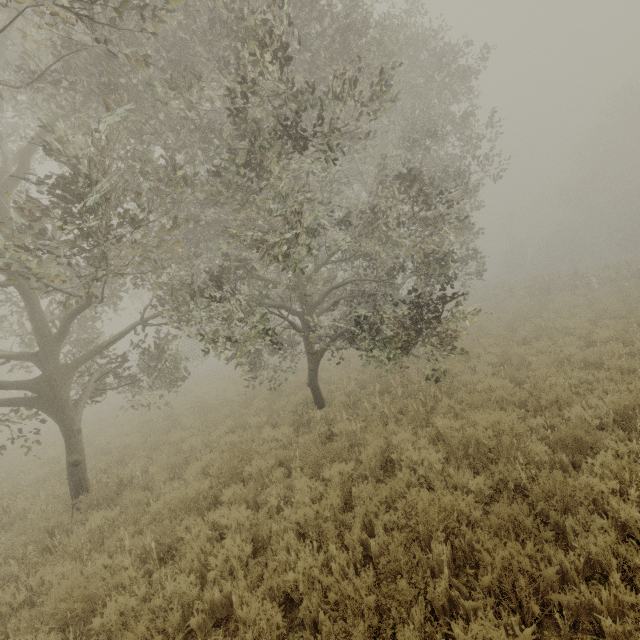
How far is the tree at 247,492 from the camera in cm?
590

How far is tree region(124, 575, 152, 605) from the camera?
3.9m

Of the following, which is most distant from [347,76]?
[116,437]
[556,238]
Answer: [556,238]

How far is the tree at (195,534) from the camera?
4.59m

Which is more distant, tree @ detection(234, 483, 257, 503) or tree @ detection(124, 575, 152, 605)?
tree @ detection(234, 483, 257, 503)

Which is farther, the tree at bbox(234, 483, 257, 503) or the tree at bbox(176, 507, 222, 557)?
the tree at bbox(234, 483, 257, 503)

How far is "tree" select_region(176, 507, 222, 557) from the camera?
4.6 meters
